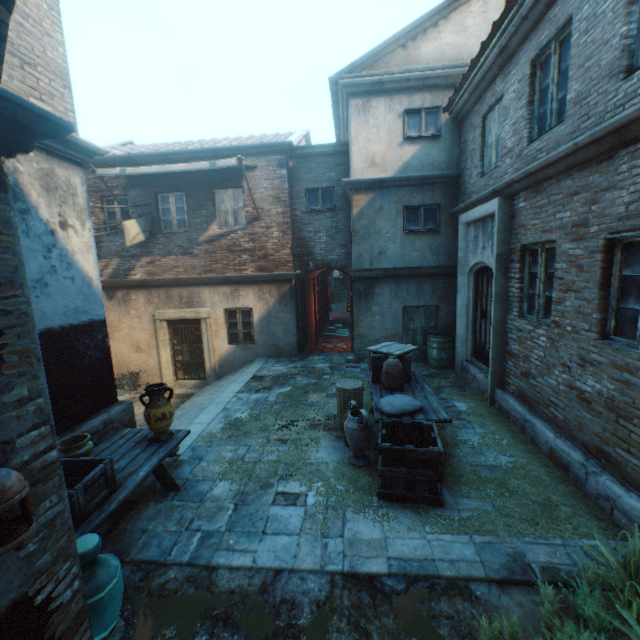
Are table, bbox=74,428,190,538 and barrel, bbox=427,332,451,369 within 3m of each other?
no

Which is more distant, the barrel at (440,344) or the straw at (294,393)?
the barrel at (440,344)

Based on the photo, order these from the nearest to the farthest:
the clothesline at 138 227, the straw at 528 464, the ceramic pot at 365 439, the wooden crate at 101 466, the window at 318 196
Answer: the wooden crate at 101 466, the straw at 528 464, the ceramic pot at 365 439, the clothesline at 138 227, the window at 318 196

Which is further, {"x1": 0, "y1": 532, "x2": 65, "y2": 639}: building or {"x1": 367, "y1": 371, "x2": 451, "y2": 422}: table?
{"x1": 367, "y1": 371, "x2": 451, "y2": 422}: table

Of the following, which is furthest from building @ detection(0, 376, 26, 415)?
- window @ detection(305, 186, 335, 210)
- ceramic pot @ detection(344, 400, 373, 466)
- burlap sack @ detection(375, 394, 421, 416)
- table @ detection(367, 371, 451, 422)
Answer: ceramic pot @ detection(344, 400, 373, 466)

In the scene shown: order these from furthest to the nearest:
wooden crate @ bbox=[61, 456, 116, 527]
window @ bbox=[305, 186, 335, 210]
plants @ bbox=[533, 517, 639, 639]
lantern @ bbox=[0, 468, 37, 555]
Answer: window @ bbox=[305, 186, 335, 210], wooden crate @ bbox=[61, 456, 116, 527], plants @ bbox=[533, 517, 639, 639], lantern @ bbox=[0, 468, 37, 555]

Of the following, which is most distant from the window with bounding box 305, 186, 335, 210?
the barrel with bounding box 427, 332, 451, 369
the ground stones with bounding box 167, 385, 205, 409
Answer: the ground stones with bounding box 167, 385, 205, 409

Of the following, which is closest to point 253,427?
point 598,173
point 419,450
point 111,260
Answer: point 419,450
